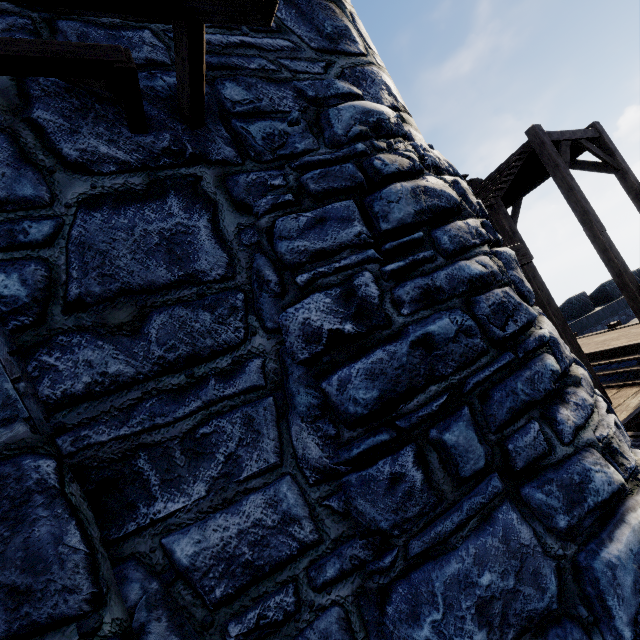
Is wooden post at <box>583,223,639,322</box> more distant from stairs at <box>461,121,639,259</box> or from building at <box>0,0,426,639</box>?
building at <box>0,0,426,639</box>

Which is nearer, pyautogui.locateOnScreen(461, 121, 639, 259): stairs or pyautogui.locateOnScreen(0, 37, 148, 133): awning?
pyautogui.locateOnScreen(0, 37, 148, 133): awning

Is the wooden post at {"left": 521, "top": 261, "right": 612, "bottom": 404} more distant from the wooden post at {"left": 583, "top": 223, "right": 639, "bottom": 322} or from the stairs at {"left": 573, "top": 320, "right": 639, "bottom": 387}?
the wooden post at {"left": 583, "top": 223, "right": 639, "bottom": 322}

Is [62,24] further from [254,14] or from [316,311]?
[316,311]

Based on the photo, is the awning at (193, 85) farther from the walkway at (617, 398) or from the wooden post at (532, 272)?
the wooden post at (532, 272)

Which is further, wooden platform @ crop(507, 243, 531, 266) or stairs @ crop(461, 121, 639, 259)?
stairs @ crop(461, 121, 639, 259)

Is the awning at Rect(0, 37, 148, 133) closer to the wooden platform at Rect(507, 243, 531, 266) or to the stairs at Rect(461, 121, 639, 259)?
the wooden platform at Rect(507, 243, 531, 266)

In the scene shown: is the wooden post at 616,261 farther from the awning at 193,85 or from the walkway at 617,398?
the awning at 193,85
